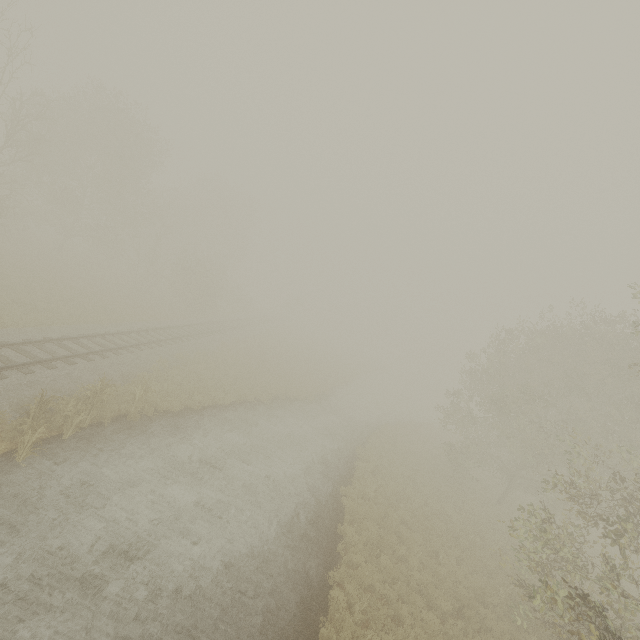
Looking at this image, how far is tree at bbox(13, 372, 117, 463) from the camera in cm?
941

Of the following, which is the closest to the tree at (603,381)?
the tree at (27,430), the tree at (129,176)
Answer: the tree at (129,176)

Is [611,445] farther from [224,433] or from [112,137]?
[112,137]

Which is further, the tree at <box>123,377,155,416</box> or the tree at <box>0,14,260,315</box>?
the tree at <box>0,14,260,315</box>

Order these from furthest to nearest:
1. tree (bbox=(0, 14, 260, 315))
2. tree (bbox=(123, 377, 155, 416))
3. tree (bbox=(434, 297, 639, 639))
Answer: tree (bbox=(0, 14, 260, 315)), tree (bbox=(123, 377, 155, 416)), tree (bbox=(434, 297, 639, 639))

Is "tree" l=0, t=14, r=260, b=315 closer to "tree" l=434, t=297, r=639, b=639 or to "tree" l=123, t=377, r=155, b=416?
"tree" l=434, t=297, r=639, b=639

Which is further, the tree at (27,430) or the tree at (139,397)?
the tree at (139,397)
